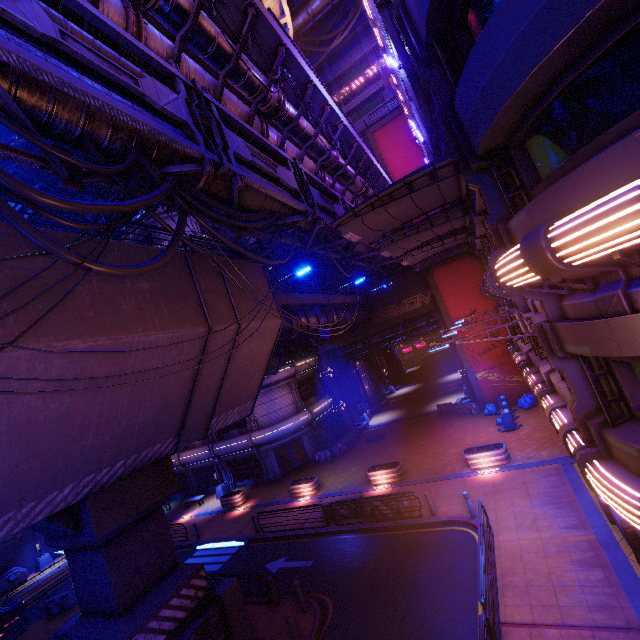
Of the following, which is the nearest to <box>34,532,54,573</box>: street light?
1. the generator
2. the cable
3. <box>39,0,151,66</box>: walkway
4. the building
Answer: the generator

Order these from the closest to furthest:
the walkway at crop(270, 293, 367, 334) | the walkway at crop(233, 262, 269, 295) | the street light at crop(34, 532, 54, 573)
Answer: the walkway at crop(233, 262, 269, 295) → the walkway at crop(270, 293, 367, 334) → the street light at crop(34, 532, 54, 573)

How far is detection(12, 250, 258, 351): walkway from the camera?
6.8 meters

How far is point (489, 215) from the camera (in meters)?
7.61

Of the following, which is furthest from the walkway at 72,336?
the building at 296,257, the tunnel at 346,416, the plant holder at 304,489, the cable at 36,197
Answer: the plant holder at 304,489

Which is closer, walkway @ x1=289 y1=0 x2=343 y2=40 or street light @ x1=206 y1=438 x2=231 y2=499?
street light @ x1=206 y1=438 x2=231 y2=499

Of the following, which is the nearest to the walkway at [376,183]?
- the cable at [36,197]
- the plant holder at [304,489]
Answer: the cable at [36,197]

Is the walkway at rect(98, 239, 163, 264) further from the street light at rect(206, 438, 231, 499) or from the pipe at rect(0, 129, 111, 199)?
the street light at rect(206, 438, 231, 499)
